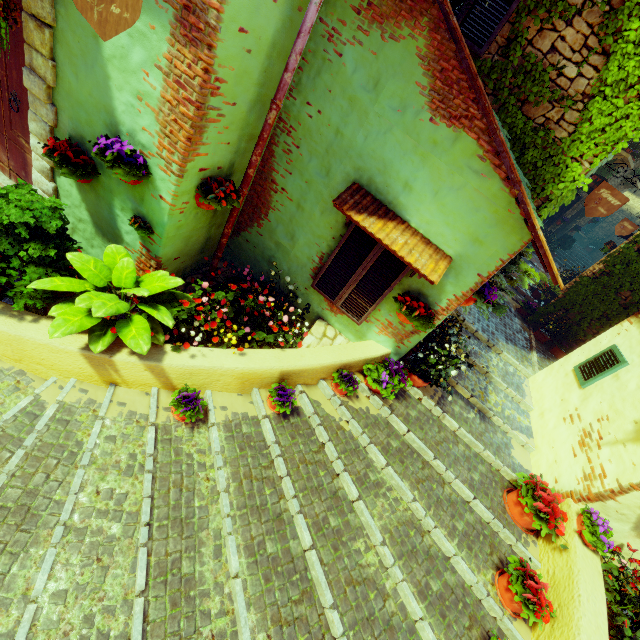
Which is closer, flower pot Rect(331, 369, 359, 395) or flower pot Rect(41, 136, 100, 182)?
flower pot Rect(41, 136, 100, 182)

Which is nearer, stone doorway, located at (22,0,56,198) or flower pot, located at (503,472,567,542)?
stone doorway, located at (22,0,56,198)

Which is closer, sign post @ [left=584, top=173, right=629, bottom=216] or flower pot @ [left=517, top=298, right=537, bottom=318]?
sign post @ [left=584, top=173, right=629, bottom=216]

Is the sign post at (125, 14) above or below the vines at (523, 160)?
below

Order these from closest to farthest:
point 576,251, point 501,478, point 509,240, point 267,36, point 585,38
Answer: point 267,36 < point 509,240 < point 585,38 < point 501,478 < point 576,251

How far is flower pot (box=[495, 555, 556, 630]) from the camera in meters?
3.2 m

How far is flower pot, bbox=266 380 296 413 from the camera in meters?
3.7 m

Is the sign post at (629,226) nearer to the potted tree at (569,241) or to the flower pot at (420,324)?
the potted tree at (569,241)
